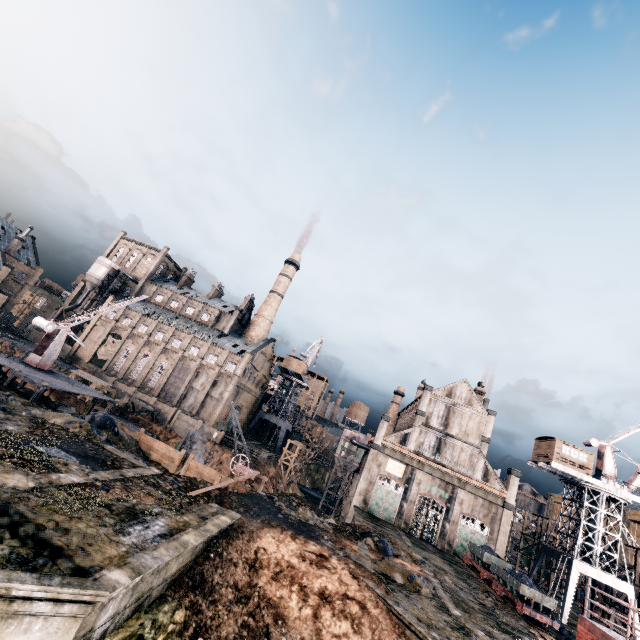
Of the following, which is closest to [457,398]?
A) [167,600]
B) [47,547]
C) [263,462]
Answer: [263,462]

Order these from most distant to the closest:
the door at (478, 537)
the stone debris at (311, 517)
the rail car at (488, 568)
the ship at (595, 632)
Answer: the door at (478, 537)
the rail car at (488, 568)
the stone debris at (311, 517)
the ship at (595, 632)

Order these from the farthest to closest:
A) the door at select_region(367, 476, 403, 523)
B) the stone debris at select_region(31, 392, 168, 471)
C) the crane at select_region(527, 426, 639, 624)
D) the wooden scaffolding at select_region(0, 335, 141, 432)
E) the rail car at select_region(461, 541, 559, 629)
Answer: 1. the door at select_region(367, 476, 403, 523)
2. the crane at select_region(527, 426, 639, 624)
3. the rail car at select_region(461, 541, 559, 629)
4. the wooden scaffolding at select_region(0, 335, 141, 432)
5. the stone debris at select_region(31, 392, 168, 471)

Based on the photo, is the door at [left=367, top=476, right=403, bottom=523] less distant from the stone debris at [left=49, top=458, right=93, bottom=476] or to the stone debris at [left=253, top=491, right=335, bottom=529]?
the stone debris at [left=253, top=491, right=335, bottom=529]

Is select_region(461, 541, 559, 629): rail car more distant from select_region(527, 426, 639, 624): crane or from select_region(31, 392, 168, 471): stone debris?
select_region(31, 392, 168, 471): stone debris

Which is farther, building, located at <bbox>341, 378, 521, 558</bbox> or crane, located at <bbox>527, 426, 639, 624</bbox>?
building, located at <bbox>341, 378, 521, 558</bbox>

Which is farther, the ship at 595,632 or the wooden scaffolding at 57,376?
the wooden scaffolding at 57,376

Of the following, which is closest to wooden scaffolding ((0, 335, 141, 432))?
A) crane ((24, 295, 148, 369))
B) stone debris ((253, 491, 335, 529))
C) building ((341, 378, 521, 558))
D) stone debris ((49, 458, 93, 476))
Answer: crane ((24, 295, 148, 369))
